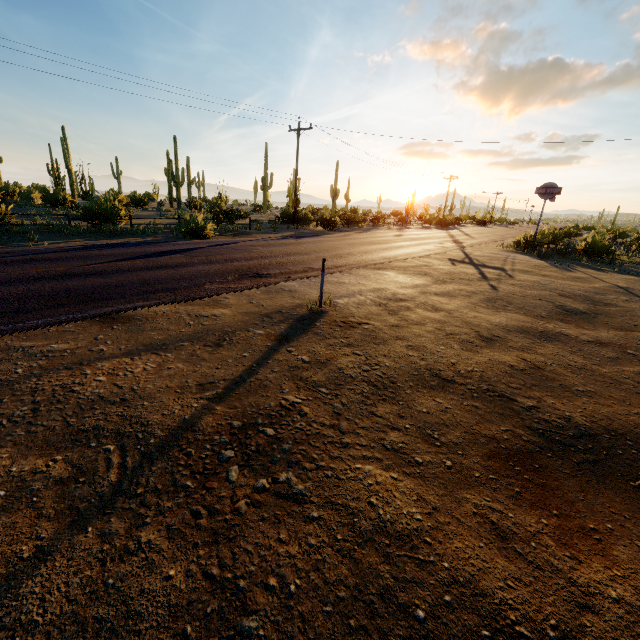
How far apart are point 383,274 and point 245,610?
10.5 meters

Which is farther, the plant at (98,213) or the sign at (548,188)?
the sign at (548,188)

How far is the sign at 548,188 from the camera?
22.4 meters

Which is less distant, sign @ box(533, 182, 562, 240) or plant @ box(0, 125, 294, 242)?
plant @ box(0, 125, 294, 242)

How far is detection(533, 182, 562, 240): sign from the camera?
22.45m

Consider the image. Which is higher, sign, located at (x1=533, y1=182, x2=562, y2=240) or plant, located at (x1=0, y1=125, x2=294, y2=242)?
sign, located at (x1=533, y1=182, x2=562, y2=240)
